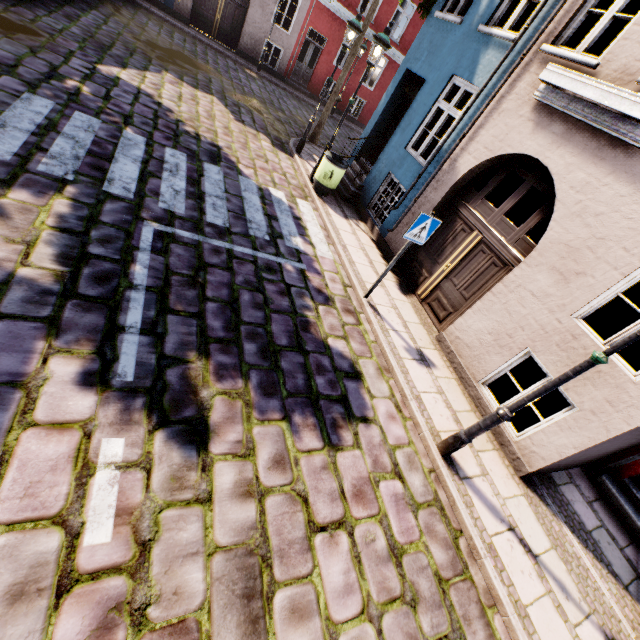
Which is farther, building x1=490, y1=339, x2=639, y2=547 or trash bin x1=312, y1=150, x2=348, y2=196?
trash bin x1=312, y1=150, x2=348, y2=196

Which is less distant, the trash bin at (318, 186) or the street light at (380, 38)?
the street light at (380, 38)

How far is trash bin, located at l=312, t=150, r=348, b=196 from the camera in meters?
8.5 m

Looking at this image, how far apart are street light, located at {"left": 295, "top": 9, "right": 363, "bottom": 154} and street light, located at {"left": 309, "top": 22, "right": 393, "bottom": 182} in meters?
1.5 m

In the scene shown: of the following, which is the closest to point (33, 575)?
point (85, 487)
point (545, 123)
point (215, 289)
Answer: point (85, 487)

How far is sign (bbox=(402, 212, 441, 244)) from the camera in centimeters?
514cm

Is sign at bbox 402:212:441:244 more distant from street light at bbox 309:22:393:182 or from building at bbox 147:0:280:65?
street light at bbox 309:22:393:182

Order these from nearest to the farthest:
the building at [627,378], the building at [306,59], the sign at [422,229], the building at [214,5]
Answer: the building at [627,378], the sign at [422,229], the building at [214,5], the building at [306,59]
